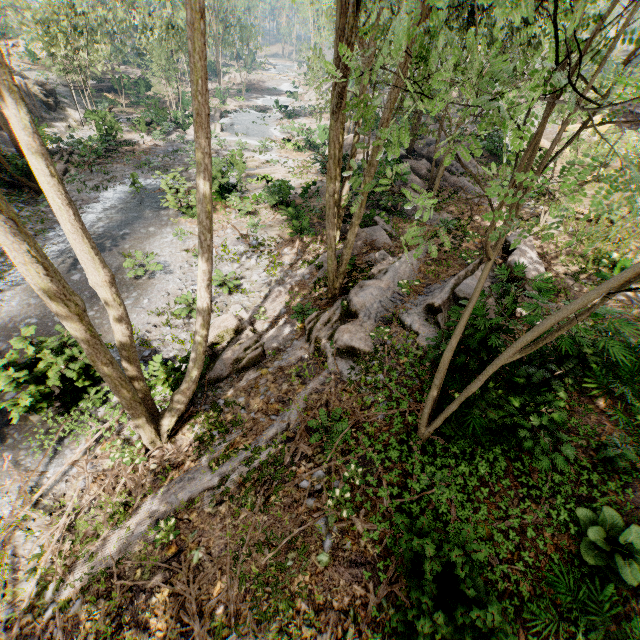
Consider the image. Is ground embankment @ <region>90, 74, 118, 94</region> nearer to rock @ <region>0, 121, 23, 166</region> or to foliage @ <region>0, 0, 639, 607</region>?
foliage @ <region>0, 0, 639, 607</region>

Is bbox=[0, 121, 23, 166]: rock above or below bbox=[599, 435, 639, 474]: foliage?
below

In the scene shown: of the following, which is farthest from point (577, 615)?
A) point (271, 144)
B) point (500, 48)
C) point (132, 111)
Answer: point (132, 111)

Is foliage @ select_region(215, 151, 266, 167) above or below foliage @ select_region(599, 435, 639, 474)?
below

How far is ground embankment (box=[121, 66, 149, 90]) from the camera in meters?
38.5 m

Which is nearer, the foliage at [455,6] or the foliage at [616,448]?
the foliage at [455,6]

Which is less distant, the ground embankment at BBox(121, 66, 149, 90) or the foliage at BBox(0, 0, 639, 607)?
the foliage at BBox(0, 0, 639, 607)

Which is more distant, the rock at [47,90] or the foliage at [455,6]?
the rock at [47,90]
